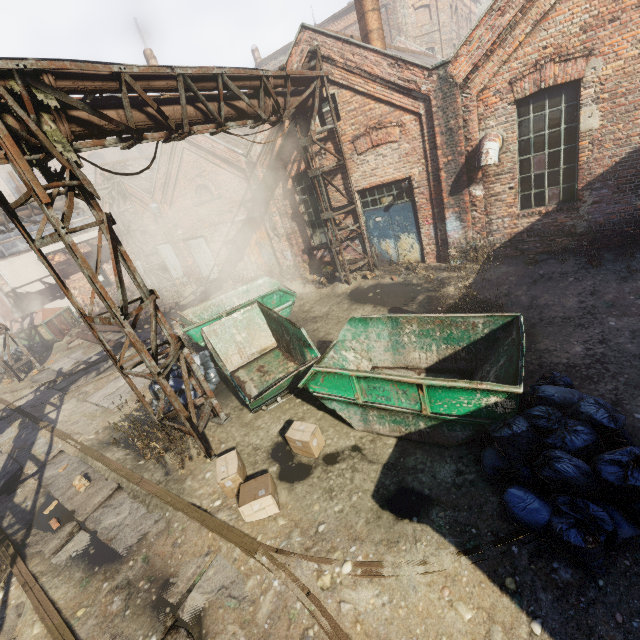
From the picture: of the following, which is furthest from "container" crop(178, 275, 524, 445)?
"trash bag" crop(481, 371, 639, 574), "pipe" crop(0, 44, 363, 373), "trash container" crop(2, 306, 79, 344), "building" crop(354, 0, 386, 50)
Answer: "trash container" crop(2, 306, 79, 344)

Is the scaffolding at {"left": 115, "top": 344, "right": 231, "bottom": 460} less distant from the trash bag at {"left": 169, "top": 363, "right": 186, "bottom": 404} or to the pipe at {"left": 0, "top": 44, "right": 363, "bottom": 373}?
the pipe at {"left": 0, "top": 44, "right": 363, "bottom": 373}

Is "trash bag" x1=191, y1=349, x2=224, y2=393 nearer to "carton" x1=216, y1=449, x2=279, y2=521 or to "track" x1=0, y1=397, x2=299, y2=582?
"track" x1=0, y1=397, x2=299, y2=582

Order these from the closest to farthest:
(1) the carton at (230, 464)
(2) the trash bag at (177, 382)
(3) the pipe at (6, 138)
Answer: (3) the pipe at (6, 138), (1) the carton at (230, 464), (2) the trash bag at (177, 382)

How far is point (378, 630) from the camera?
3.34m

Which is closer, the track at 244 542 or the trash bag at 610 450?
the trash bag at 610 450

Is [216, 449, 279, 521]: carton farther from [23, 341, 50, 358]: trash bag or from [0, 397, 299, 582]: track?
[23, 341, 50, 358]: trash bag

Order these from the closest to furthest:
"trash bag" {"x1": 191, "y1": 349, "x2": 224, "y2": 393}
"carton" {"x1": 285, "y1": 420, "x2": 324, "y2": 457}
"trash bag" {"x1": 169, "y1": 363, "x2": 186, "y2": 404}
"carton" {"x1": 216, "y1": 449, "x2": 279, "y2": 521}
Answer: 1. "carton" {"x1": 216, "y1": 449, "x2": 279, "y2": 521}
2. "carton" {"x1": 285, "y1": 420, "x2": 324, "y2": 457}
3. "trash bag" {"x1": 169, "y1": 363, "x2": 186, "y2": 404}
4. "trash bag" {"x1": 191, "y1": 349, "x2": 224, "y2": 393}
